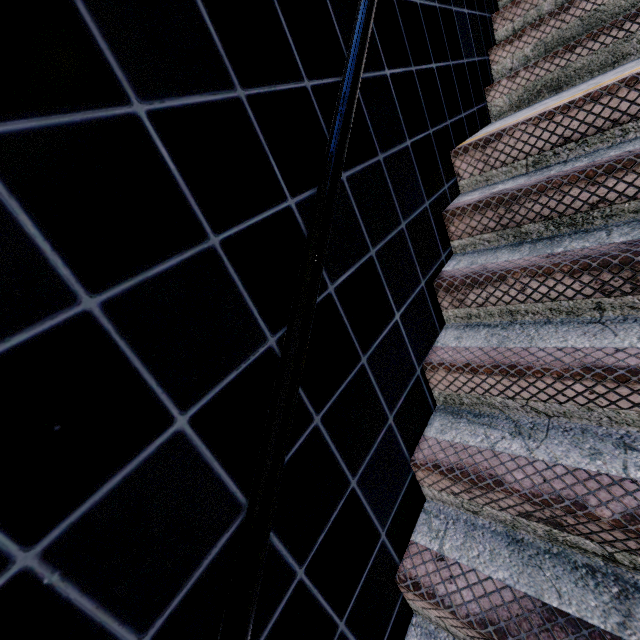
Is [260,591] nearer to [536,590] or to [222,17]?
[536,590]
